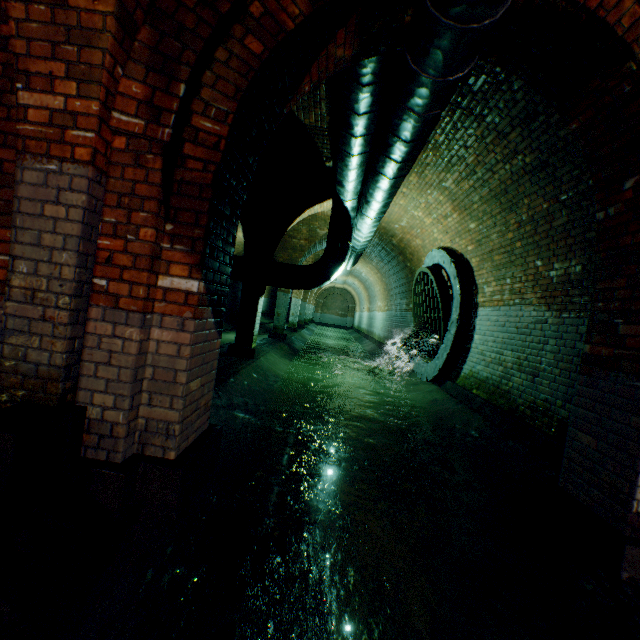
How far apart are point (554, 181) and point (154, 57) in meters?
4.5

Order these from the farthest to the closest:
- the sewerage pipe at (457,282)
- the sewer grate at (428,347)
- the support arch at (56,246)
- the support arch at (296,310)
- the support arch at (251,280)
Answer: the support arch at (296,310) → the sewer grate at (428,347) → the sewerage pipe at (457,282) → the support arch at (251,280) → the support arch at (56,246)

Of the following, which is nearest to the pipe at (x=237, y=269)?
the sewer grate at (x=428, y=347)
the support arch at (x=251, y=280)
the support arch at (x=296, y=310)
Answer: the support arch at (x=251, y=280)

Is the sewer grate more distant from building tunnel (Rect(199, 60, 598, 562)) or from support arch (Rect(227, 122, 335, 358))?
support arch (Rect(227, 122, 335, 358))

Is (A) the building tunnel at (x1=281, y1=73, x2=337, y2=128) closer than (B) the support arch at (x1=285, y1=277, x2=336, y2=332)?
Yes

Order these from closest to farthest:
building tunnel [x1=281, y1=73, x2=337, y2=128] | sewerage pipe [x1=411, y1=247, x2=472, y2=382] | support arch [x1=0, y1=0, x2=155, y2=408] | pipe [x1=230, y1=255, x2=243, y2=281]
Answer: support arch [x1=0, y1=0, x2=155, y2=408] → building tunnel [x1=281, y1=73, x2=337, y2=128] → sewerage pipe [x1=411, y1=247, x2=472, y2=382] → pipe [x1=230, y1=255, x2=243, y2=281]

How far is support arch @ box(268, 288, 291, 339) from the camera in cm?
1230

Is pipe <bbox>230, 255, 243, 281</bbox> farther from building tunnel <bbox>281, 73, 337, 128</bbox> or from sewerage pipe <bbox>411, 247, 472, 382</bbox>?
sewerage pipe <bbox>411, 247, 472, 382</bbox>
